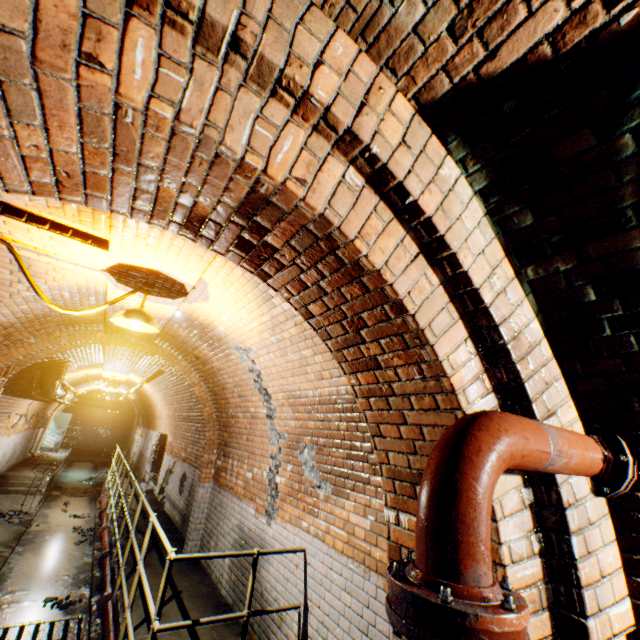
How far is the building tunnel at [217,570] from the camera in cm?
440

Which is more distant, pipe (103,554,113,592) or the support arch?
pipe (103,554,113,592)

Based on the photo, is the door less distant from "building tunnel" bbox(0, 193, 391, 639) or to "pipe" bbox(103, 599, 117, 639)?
"building tunnel" bbox(0, 193, 391, 639)

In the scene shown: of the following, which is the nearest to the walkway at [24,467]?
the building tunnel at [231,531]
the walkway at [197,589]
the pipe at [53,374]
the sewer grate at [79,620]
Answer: the building tunnel at [231,531]

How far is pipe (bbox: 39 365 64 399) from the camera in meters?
8.2 m

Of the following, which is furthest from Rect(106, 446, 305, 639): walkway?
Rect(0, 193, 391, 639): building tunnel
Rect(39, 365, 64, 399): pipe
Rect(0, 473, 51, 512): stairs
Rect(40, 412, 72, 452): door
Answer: Rect(39, 365, 64, 399): pipe

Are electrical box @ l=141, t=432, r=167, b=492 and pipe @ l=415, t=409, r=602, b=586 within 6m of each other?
no

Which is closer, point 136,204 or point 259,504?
point 136,204
